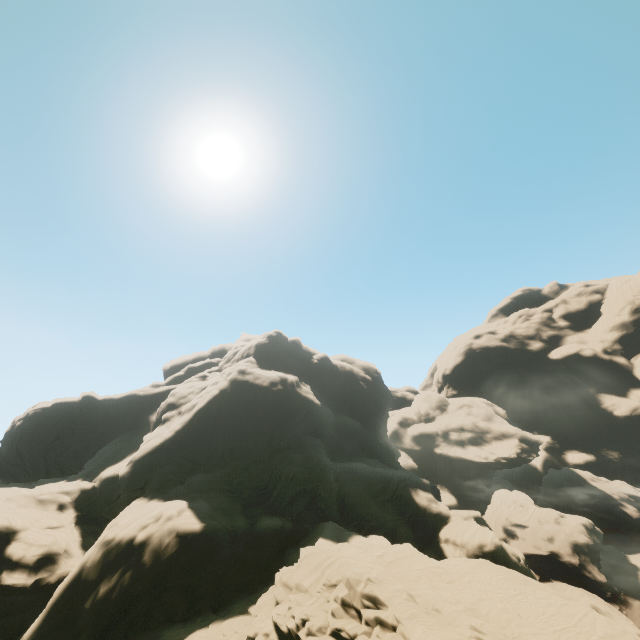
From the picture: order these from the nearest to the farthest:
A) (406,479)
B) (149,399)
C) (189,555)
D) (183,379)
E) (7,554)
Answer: (7,554), (189,555), (406,479), (149,399), (183,379)
